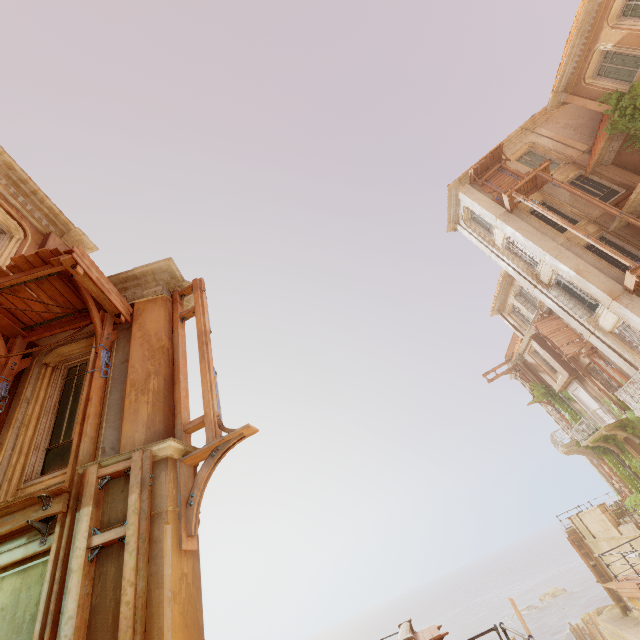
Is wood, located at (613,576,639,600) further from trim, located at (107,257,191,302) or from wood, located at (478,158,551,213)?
trim, located at (107,257,191,302)

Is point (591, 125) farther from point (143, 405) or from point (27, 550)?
point (27, 550)

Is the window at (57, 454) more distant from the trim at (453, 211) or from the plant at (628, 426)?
the trim at (453, 211)

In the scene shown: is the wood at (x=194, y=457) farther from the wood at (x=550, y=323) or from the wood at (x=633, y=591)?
the wood at (x=550, y=323)

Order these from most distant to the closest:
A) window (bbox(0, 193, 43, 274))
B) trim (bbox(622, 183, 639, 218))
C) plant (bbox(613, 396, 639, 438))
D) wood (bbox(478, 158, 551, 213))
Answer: plant (bbox(613, 396, 639, 438)) → wood (bbox(478, 158, 551, 213)) → trim (bbox(622, 183, 639, 218)) → window (bbox(0, 193, 43, 274))

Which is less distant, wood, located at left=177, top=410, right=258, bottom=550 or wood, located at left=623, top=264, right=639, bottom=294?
wood, located at left=177, top=410, right=258, bottom=550

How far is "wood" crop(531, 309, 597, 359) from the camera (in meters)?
21.31

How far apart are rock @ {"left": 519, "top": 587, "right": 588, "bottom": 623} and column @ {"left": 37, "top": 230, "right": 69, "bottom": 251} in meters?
71.6 m
